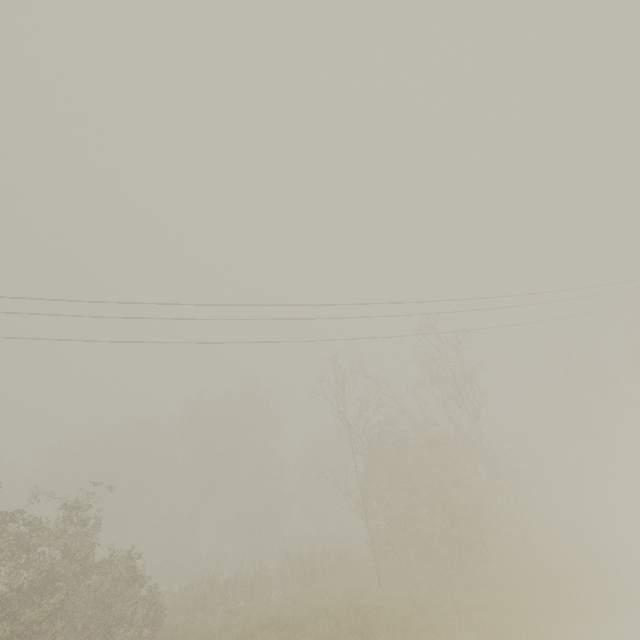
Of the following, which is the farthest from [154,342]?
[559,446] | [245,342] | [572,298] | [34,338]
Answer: [559,446]
